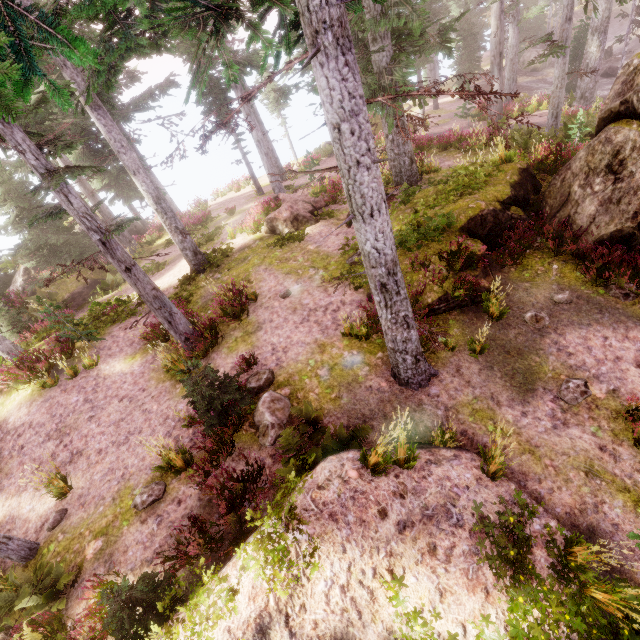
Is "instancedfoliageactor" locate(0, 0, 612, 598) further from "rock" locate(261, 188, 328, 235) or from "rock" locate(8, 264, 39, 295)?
"rock" locate(261, 188, 328, 235)

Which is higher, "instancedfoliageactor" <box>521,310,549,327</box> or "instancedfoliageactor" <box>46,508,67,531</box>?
"instancedfoliageactor" <box>46,508,67,531</box>

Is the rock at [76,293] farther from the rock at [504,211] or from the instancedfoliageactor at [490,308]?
the rock at [504,211]

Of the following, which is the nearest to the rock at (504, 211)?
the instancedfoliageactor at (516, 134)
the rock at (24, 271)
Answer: the instancedfoliageactor at (516, 134)

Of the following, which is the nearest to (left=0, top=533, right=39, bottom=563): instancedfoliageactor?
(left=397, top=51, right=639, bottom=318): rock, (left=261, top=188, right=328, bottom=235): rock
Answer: (left=397, top=51, right=639, bottom=318): rock

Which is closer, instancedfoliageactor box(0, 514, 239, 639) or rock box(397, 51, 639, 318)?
instancedfoliageactor box(0, 514, 239, 639)

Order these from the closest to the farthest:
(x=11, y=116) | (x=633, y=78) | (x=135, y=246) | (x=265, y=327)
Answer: (x=11, y=116)
(x=633, y=78)
(x=265, y=327)
(x=135, y=246)
